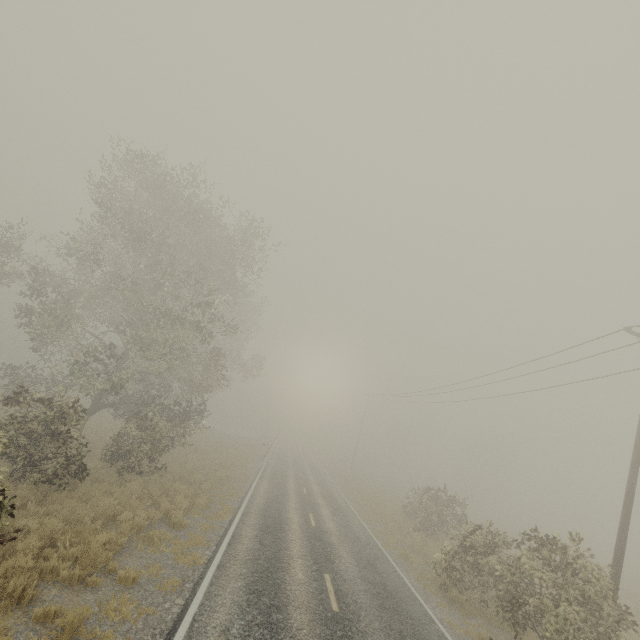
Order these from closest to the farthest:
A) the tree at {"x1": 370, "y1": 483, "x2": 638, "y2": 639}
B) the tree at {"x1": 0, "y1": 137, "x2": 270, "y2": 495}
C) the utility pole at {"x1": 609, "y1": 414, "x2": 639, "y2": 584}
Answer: the tree at {"x1": 370, "y1": 483, "x2": 638, "y2": 639}, the utility pole at {"x1": 609, "y1": 414, "x2": 639, "y2": 584}, the tree at {"x1": 0, "y1": 137, "x2": 270, "y2": 495}

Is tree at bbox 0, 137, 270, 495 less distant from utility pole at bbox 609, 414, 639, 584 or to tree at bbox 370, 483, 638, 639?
tree at bbox 370, 483, 638, 639

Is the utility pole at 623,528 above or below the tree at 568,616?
above

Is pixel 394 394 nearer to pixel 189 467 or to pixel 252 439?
pixel 189 467

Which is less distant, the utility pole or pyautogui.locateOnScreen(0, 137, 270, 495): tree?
the utility pole

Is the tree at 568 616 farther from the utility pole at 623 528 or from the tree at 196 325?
the tree at 196 325

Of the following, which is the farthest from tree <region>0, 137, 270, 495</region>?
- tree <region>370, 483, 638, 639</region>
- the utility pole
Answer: the utility pole
